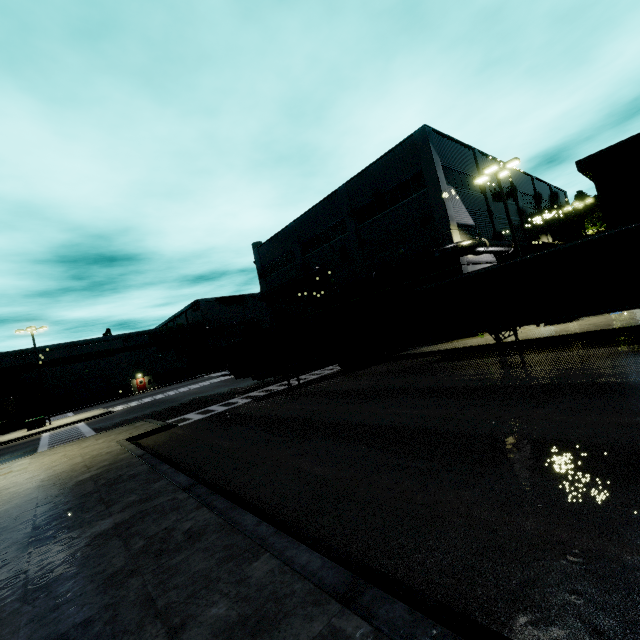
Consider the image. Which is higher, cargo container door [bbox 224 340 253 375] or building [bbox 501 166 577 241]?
building [bbox 501 166 577 241]

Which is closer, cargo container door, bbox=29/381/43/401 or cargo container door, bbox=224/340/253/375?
cargo container door, bbox=224/340/253/375

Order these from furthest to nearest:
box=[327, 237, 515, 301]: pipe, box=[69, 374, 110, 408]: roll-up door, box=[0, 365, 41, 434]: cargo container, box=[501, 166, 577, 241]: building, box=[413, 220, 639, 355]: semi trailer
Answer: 1. box=[69, 374, 110, 408]: roll-up door
2. box=[0, 365, 41, 434]: cargo container
3. box=[501, 166, 577, 241]: building
4. box=[327, 237, 515, 301]: pipe
5. box=[413, 220, 639, 355]: semi trailer

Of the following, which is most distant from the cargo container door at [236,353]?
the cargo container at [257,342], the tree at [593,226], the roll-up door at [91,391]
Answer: the tree at [593,226]

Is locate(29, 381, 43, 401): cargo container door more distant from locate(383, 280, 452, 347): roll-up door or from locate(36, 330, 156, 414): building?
locate(383, 280, 452, 347): roll-up door

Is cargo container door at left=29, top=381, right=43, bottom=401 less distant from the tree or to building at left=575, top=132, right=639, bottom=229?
building at left=575, top=132, right=639, bottom=229

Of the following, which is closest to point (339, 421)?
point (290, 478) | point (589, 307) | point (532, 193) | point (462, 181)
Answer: point (290, 478)

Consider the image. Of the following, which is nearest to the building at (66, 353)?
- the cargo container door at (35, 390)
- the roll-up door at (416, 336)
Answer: the roll-up door at (416, 336)
